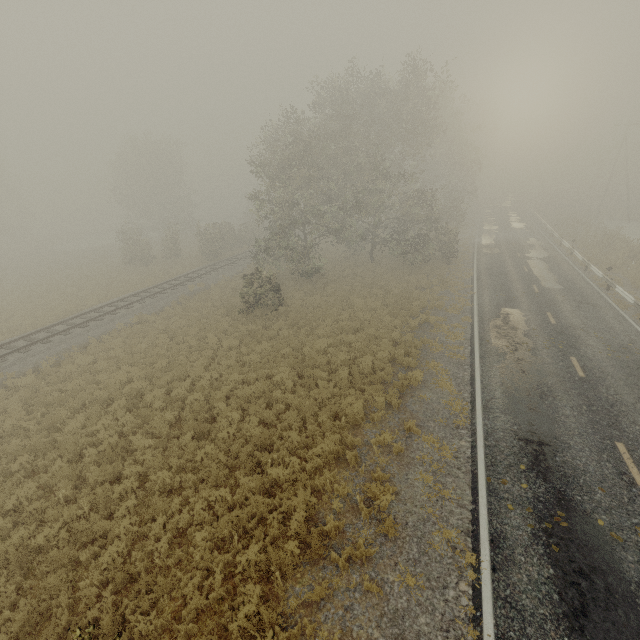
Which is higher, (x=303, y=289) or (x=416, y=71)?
(x=416, y=71)

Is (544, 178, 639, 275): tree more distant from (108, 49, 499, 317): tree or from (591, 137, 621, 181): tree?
(108, 49, 499, 317): tree

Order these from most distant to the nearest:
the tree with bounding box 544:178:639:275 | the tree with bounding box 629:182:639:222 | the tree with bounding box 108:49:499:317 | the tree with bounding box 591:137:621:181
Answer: the tree with bounding box 591:137:621:181
the tree with bounding box 629:182:639:222
the tree with bounding box 544:178:639:275
the tree with bounding box 108:49:499:317

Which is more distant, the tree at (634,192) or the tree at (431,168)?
the tree at (634,192)

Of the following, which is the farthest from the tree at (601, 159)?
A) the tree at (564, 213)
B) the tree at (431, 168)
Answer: the tree at (431, 168)

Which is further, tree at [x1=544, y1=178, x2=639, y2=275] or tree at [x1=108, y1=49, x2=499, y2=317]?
tree at [x1=544, y1=178, x2=639, y2=275]

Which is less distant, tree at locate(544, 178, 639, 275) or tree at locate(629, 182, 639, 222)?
tree at locate(544, 178, 639, 275)
